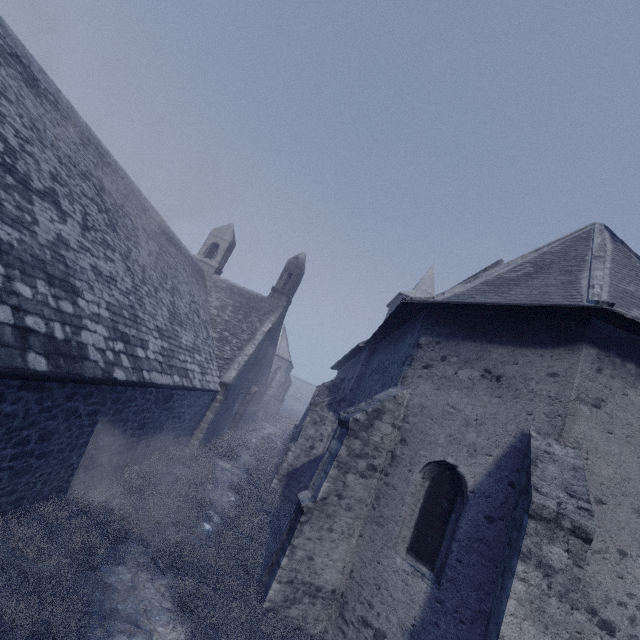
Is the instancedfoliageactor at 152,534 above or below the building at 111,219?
below

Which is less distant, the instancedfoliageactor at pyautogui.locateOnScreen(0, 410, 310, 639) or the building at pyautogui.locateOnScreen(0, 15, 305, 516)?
the instancedfoliageactor at pyautogui.locateOnScreen(0, 410, 310, 639)

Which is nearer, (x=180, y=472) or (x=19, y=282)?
(x=19, y=282)

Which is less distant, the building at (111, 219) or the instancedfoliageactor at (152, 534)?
the instancedfoliageactor at (152, 534)

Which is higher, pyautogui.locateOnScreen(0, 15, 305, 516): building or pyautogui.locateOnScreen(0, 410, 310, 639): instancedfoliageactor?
pyautogui.locateOnScreen(0, 15, 305, 516): building
